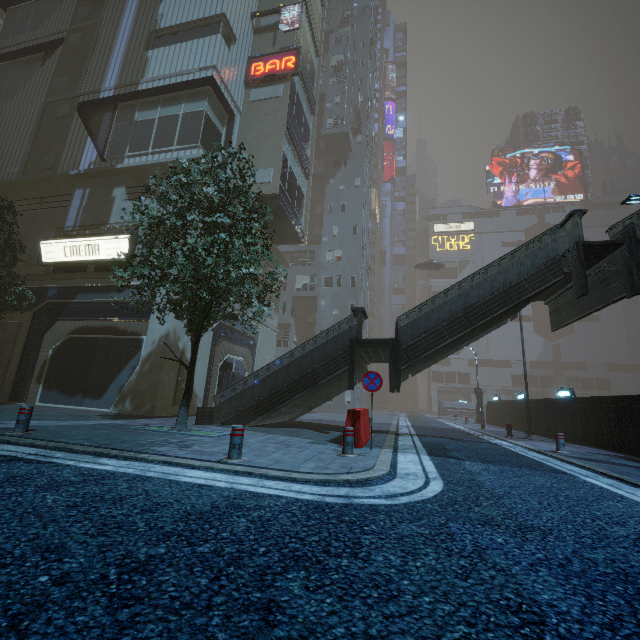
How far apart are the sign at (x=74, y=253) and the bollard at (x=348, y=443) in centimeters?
1261cm

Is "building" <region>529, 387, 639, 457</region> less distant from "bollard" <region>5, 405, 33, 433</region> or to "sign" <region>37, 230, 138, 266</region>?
"sign" <region>37, 230, 138, 266</region>

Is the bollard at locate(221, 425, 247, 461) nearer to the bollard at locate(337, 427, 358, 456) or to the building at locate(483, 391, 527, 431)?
the bollard at locate(337, 427, 358, 456)

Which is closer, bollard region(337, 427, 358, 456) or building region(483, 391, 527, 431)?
bollard region(337, 427, 358, 456)

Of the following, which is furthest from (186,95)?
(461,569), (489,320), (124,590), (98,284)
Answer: (461,569)

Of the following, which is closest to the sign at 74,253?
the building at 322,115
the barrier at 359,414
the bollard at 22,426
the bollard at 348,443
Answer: the building at 322,115

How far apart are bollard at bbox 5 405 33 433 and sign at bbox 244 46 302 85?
21.2m

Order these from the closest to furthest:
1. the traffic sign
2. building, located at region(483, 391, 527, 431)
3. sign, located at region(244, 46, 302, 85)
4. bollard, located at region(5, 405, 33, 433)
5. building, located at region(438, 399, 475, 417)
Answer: bollard, located at region(5, 405, 33, 433), the traffic sign, sign, located at region(244, 46, 302, 85), building, located at region(483, 391, 527, 431), building, located at region(438, 399, 475, 417)
